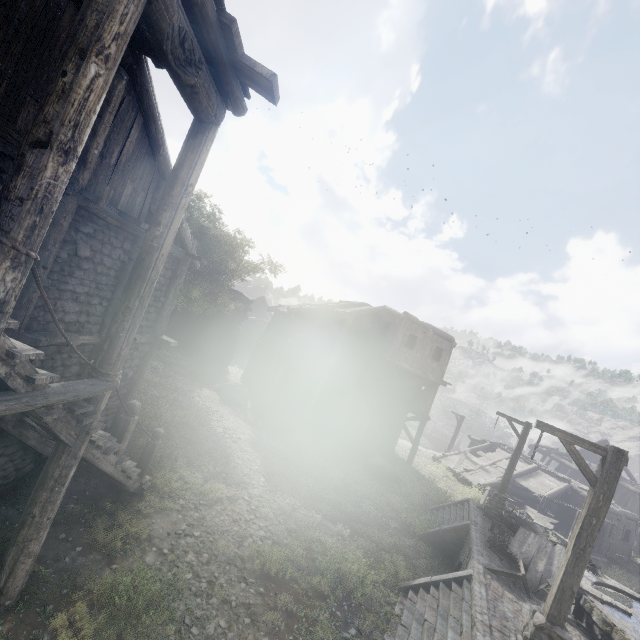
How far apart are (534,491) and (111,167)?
30.5 meters

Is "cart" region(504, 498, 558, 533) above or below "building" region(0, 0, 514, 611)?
below

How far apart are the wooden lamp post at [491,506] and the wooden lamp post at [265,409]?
11.4 meters

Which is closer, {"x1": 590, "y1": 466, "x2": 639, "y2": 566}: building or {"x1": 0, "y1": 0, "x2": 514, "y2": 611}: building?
{"x1": 0, "y1": 0, "x2": 514, "y2": 611}: building

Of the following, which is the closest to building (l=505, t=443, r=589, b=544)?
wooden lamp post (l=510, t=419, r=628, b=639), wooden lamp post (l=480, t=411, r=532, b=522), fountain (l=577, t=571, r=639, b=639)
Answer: wooden lamp post (l=480, t=411, r=532, b=522)

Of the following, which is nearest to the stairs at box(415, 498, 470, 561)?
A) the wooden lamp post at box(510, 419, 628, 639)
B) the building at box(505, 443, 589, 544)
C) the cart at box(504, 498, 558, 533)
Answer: the wooden lamp post at box(510, 419, 628, 639)

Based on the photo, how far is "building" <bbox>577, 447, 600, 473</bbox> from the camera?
33.2m

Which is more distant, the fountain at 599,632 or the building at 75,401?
the fountain at 599,632
